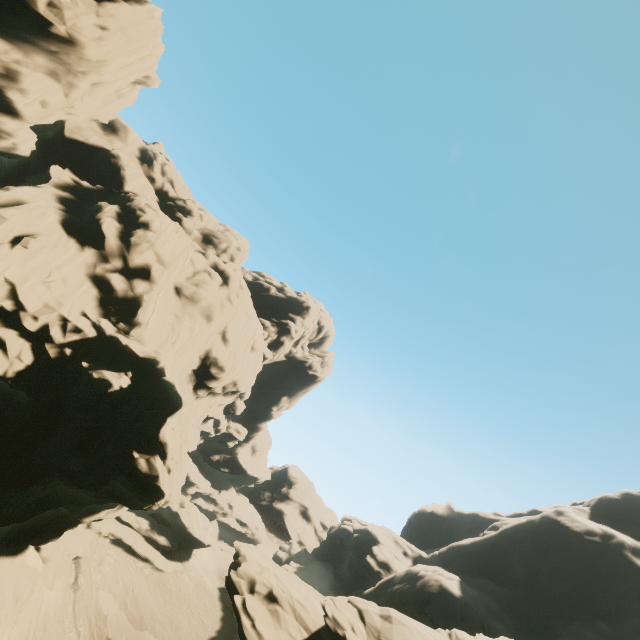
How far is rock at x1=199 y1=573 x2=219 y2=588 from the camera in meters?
44.3 m

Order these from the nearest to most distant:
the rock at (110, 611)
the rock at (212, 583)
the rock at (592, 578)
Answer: the rock at (592, 578) < the rock at (110, 611) < the rock at (212, 583)

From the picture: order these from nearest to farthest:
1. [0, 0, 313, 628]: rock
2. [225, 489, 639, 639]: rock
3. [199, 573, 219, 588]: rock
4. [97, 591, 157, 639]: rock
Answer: [0, 0, 313, 628]: rock < [225, 489, 639, 639]: rock < [97, 591, 157, 639]: rock < [199, 573, 219, 588]: rock

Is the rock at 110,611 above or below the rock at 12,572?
below

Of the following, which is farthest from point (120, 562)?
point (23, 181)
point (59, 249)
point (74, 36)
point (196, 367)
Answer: point (74, 36)

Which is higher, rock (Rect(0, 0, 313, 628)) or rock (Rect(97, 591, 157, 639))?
rock (Rect(0, 0, 313, 628))

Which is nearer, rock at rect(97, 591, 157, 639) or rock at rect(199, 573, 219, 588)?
rock at rect(97, 591, 157, 639)
